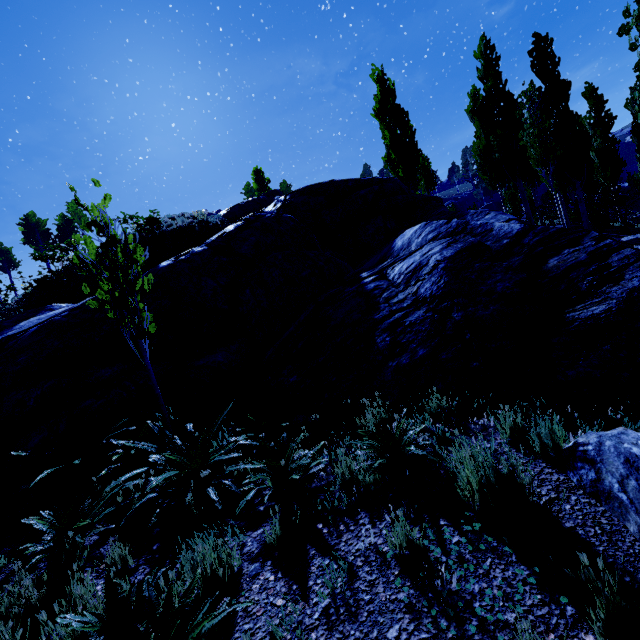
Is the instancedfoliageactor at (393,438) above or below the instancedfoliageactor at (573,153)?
below

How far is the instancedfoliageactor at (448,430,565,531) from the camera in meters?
2.4

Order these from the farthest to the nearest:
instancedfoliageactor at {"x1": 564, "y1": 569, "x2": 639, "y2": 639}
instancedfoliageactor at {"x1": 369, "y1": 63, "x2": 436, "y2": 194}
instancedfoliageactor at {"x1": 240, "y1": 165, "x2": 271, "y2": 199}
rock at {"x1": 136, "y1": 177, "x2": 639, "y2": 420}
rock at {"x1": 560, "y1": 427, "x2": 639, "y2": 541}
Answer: instancedfoliageactor at {"x1": 240, "y1": 165, "x2": 271, "y2": 199}
instancedfoliageactor at {"x1": 369, "y1": 63, "x2": 436, "y2": 194}
rock at {"x1": 136, "y1": 177, "x2": 639, "y2": 420}
rock at {"x1": 560, "y1": 427, "x2": 639, "y2": 541}
instancedfoliageactor at {"x1": 564, "y1": 569, "x2": 639, "y2": 639}

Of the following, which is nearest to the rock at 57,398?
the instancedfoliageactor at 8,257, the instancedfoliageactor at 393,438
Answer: the instancedfoliageactor at 393,438

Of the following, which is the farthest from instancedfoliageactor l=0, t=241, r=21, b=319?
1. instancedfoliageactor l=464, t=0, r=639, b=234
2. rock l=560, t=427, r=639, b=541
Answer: rock l=560, t=427, r=639, b=541

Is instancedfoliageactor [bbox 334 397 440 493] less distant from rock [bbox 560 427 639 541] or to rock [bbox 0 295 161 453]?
rock [bbox 0 295 161 453]

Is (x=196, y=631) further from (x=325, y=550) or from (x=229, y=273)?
(x=229, y=273)

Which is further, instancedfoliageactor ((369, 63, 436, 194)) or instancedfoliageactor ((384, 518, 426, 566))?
instancedfoliageactor ((369, 63, 436, 194))
